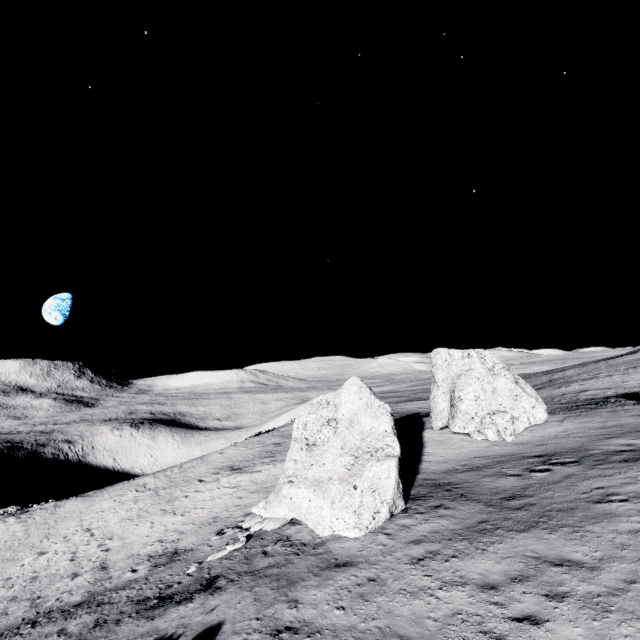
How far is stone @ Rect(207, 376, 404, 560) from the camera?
12.3 meters

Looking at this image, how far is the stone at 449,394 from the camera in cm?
A: 1933

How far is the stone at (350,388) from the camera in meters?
12.3 m

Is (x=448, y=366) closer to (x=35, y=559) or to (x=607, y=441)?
(x=607, y=441)

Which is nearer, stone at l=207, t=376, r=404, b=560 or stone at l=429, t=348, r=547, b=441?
stone at l=207, t=376, r=404, b=560

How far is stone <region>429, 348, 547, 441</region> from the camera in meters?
19.3
